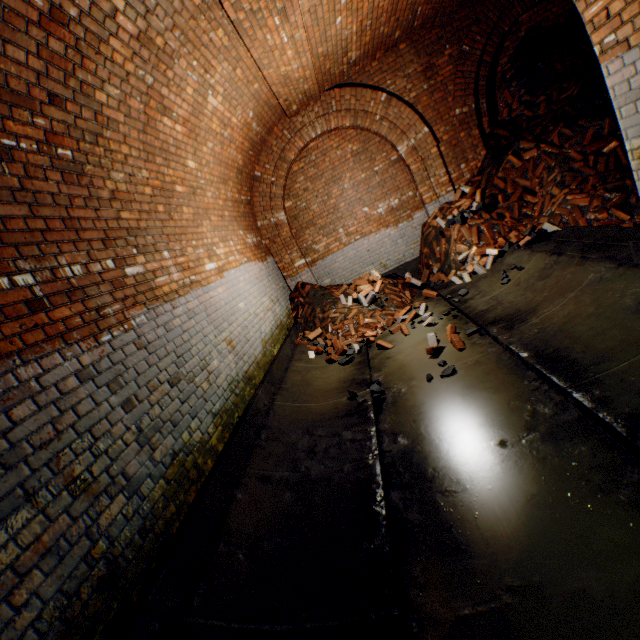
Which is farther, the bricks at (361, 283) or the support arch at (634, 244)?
the bricks at (361, 283)

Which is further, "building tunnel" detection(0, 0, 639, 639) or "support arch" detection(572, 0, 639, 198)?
"support arch" detection(572, 0, 639, 198)

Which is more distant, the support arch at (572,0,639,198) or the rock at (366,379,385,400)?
the rock at (366,379,385,400)

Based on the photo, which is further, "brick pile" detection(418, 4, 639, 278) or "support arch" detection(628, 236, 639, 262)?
"brick pile" detection(418, 4, 639, 278)

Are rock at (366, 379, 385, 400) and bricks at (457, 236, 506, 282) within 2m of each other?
no

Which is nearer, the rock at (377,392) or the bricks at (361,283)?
the rock at (377,392)

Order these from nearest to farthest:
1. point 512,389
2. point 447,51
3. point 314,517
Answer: point 314,517 < point 512,389 < point 447,51
